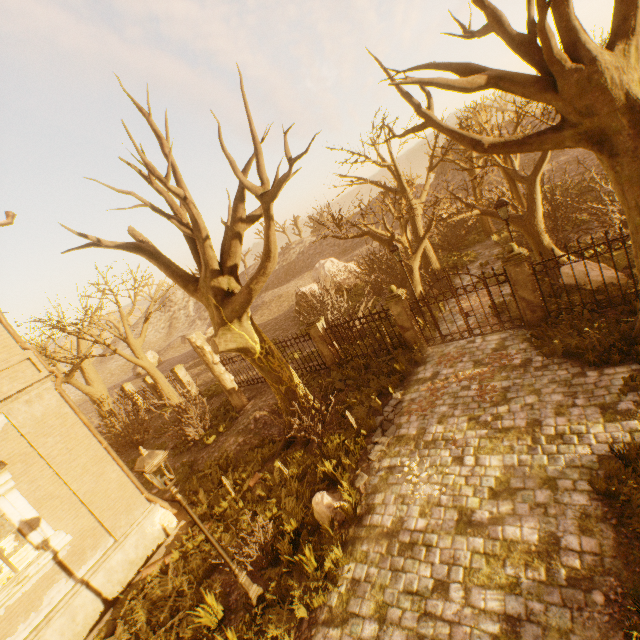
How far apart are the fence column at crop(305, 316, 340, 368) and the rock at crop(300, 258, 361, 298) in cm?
1206

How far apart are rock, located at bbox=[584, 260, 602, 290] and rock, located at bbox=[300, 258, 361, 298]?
16.0m

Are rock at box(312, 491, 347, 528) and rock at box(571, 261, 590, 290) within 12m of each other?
yes

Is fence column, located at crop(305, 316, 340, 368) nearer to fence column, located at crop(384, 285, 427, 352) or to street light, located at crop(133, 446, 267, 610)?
fence column, located at crop(384, 285, 427, 352)

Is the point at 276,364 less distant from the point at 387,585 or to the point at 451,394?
the point at 451,394

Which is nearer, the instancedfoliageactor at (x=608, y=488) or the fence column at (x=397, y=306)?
the instancedfoliageactor at (x=608, y=488)

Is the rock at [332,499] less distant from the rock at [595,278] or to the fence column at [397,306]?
the fence column at [397,306]

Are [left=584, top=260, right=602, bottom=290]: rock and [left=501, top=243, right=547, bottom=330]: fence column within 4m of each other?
yes
